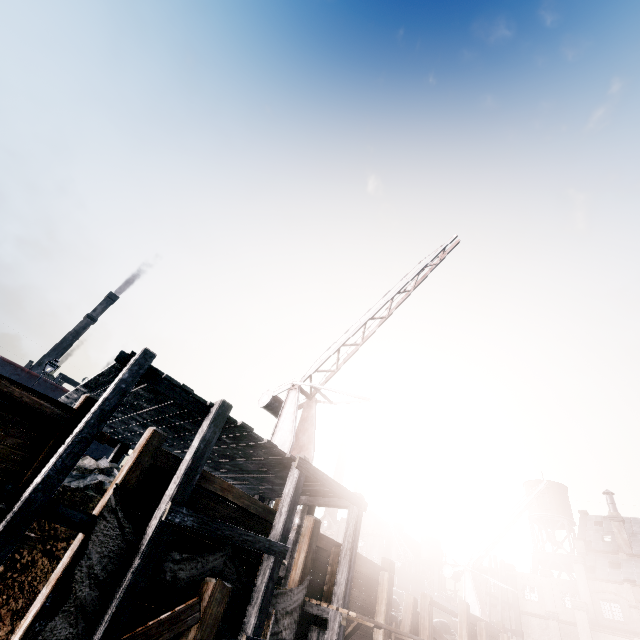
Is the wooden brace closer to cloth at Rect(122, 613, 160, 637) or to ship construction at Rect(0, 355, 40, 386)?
cloth at Rect(122, 613, 160, 637)

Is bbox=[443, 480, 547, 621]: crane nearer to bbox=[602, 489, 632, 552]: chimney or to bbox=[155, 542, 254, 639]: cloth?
bbox=[155, 542, 254, 639]: cloth

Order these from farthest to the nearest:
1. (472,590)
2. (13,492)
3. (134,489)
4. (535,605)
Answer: (535,605), (472,590), (134,489), (13,492)

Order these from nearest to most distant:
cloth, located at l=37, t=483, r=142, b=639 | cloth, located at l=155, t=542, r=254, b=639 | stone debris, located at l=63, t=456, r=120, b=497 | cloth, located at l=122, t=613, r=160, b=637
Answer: cloth, located at l=37, t=483, r=142, b=639
cloth, located at l=122, t=613, r=160, b=637
cloth, located at l=155, t=542, r=254, b=639
stone debris, located at l=63, t=456, r=120, b=497

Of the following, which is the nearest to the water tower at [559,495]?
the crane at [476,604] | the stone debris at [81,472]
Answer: the crane at [476,604]

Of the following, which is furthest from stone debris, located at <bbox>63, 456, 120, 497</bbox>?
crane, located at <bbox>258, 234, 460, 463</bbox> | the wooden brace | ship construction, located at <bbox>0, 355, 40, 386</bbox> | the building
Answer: the building

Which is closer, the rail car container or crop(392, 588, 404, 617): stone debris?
crop(392, 588, 404, 617): stone debris

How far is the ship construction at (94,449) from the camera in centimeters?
2883cm
